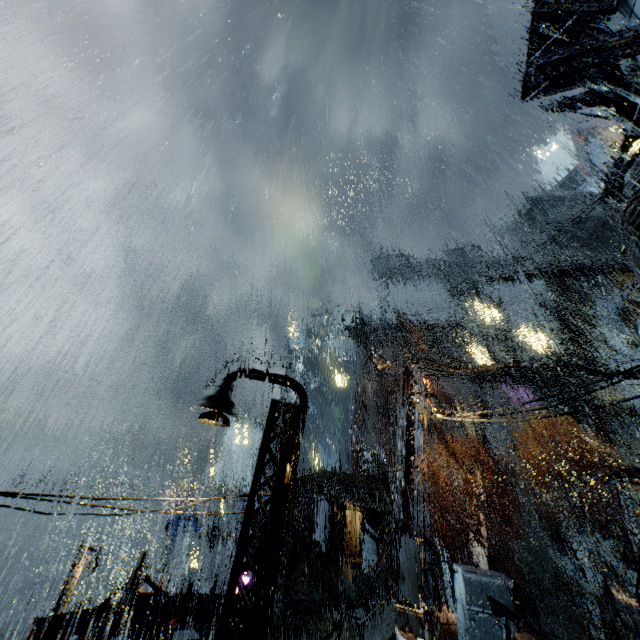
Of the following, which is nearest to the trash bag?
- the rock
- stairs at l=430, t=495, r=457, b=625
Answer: stairs at l=430, t=495, r=457, b=625

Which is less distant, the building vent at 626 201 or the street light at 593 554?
the building vent at 626 201

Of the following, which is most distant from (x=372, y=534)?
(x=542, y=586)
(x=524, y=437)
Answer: (x=524, y=437)

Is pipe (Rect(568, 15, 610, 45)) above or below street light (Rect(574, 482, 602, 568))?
above

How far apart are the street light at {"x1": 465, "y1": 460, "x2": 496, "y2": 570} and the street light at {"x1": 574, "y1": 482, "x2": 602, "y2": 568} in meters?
14.2 m

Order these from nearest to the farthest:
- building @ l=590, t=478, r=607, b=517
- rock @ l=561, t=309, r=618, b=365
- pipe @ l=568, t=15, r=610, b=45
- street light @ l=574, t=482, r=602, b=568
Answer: pipe @ l=568, t=15, r=610, b=45 < street light @ l=574, t=482, r=602, b=568 < building @ l=590, t=478, r=607, b=517 < rock @ l=561, t=309, r=618, b=365

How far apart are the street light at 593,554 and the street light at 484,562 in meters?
14.2 m

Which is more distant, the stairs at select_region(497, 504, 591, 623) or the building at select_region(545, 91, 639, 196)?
the stairs at select_region(497, 504, 591, 623)
